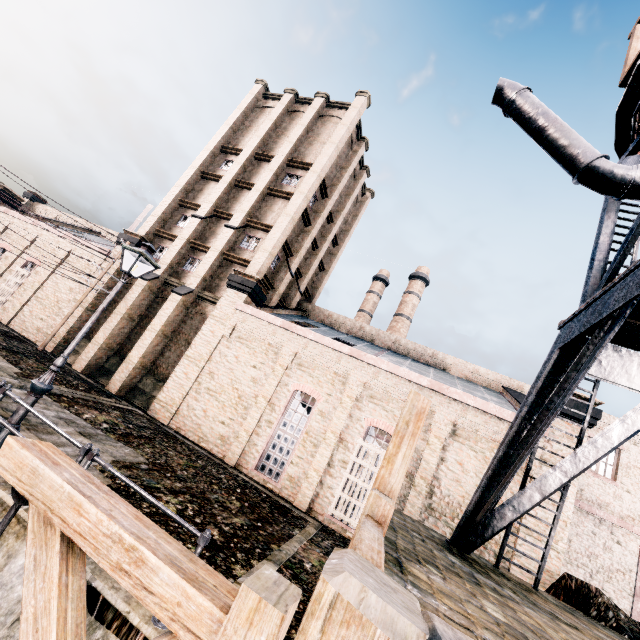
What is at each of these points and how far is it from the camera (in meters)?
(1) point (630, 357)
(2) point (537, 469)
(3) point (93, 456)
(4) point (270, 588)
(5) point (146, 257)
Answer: (1) water tower, 8.87
(2) building, 14.02
(3) metal railing, 5.84
(4) pulley, 1.95
(5) street light, 8.62

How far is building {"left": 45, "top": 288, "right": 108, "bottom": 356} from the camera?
21.9m

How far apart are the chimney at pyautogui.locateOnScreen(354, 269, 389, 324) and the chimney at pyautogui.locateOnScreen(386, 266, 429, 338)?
2.5 meters

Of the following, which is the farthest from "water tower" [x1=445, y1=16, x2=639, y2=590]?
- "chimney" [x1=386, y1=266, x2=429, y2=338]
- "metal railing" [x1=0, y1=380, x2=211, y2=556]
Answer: "chimney" [x1=386, y1=266, x2=429, y2=338]

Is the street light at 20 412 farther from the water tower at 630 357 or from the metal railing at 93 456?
the water tower at 630 357

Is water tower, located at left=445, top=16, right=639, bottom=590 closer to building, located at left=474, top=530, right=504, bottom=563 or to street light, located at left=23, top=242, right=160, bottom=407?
building, located at left=474, top=530, right=504, bottom=563

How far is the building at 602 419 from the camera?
14.20m

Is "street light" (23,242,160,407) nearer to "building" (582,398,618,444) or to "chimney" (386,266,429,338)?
"building" (582,398,618,444)
